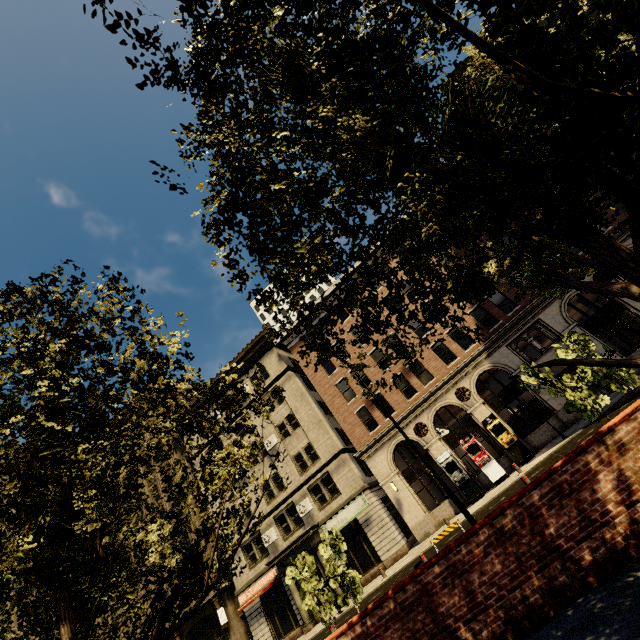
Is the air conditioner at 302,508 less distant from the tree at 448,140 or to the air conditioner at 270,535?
the air conditioner at 270,535

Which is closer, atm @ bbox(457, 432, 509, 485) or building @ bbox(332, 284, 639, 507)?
atm @ bbox(457, 432, 509, 485)

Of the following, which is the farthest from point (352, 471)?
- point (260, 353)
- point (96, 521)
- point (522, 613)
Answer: point (96, 521)

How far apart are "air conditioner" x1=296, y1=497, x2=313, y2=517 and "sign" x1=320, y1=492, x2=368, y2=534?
1.3 meters

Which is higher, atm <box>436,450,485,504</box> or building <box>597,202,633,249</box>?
building <box>597,202,633,249</box>

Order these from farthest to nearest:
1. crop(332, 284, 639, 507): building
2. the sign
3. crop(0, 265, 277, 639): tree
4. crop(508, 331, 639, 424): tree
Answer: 1. the sign
2. crop(332, 284, 639, 507): building
3. crop(0, 265, 277, 639): tree
4. crop(508, 331, 639, 424): tree

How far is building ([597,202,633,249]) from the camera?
21.6 meters

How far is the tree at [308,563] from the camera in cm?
1130
